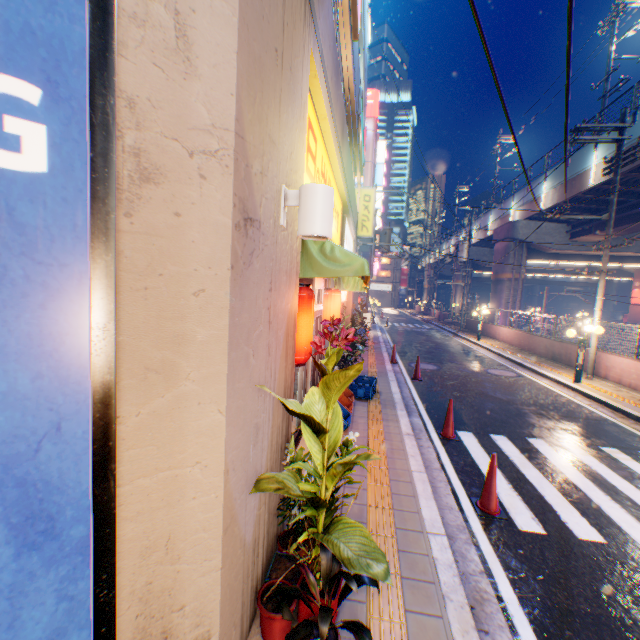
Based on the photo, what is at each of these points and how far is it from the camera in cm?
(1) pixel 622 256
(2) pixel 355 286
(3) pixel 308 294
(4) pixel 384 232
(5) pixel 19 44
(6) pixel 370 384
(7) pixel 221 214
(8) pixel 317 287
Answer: (1) overpass support, 2566
(2) awning, 861
(3) street lamp, 374
(4) electric pole, 2091
(5) billboard, 106
(6) plastic crate, 950
(7) building, 173
(8) door, 713

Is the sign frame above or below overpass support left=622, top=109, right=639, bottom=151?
below

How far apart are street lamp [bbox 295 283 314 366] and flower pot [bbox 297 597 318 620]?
1.9m

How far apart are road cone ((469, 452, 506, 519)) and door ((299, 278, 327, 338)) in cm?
281

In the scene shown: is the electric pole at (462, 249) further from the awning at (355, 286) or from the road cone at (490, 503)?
the road cone at (490, 503)

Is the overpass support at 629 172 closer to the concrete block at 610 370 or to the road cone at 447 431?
the concrete block at 610 370

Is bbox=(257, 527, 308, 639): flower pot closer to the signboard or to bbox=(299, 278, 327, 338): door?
bbox=(299, 278, 327, 338): door

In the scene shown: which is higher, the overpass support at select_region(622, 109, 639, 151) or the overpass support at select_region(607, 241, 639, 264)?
the overpass support at select_region(622, 109, 639, 151)
